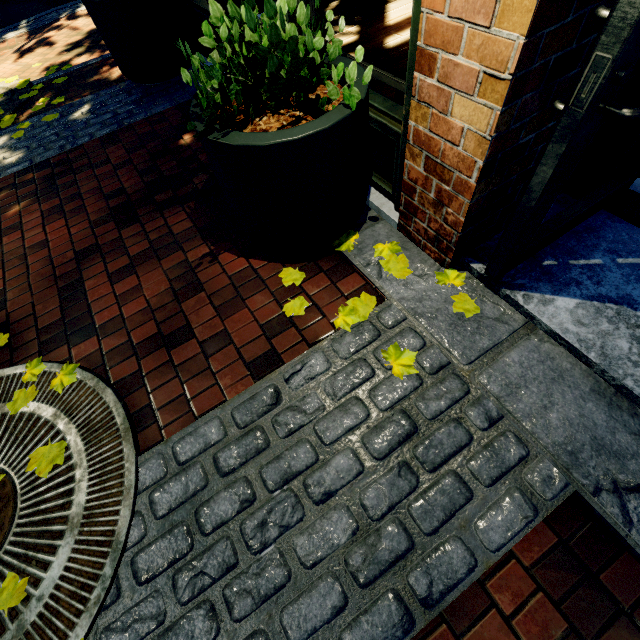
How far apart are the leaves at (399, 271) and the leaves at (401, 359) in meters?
0.5 m

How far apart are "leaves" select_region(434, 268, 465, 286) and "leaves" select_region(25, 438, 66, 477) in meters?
2.4 m

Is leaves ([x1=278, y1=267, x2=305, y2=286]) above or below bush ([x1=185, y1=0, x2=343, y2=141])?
below

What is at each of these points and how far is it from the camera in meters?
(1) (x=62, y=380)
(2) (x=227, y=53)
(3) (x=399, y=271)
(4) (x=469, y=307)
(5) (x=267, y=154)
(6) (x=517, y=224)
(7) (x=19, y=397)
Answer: (1) leaves, 2.0 m
(2) bush, 1.5 m
(3) leaves, 2.1 m
(4) leaves, 1.9 m
(5) planter, 1.6 m
(6) building, 1.5 m
(7) leaves, 2.0 m

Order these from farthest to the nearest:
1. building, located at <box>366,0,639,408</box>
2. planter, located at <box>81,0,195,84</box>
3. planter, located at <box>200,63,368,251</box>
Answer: planter, located at <box>81,0,195,84</box> < planter, located at <box>200,63,368,251</box> < building, located at <box>366,0,639,408</box>

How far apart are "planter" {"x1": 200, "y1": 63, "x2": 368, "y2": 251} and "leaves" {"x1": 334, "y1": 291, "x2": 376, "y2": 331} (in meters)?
0.44

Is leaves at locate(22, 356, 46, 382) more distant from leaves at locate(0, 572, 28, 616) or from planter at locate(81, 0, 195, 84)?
planter at locate(81, 0, 195, 84)

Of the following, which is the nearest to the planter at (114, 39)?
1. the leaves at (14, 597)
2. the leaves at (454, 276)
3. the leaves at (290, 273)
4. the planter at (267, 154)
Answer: the planter at (267, 154)
